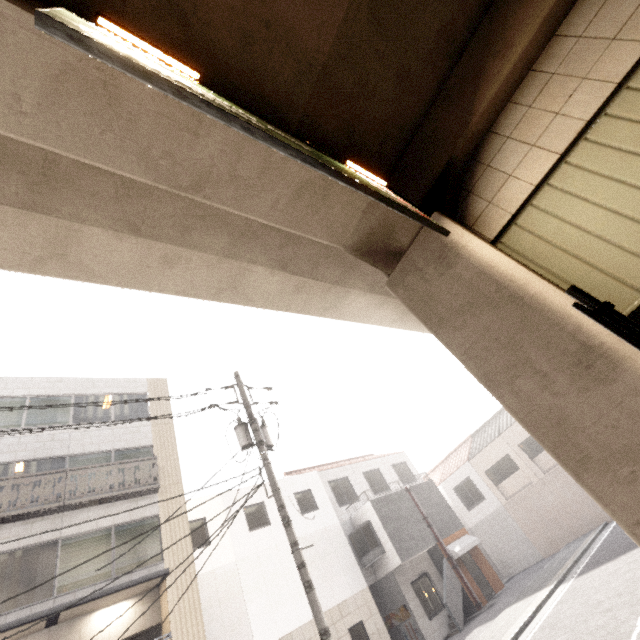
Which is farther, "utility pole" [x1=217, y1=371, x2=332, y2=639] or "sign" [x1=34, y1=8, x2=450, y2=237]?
"utility pole" [x1=217, y1=371, x2=332, y2=639]

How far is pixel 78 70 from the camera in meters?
2.7 m

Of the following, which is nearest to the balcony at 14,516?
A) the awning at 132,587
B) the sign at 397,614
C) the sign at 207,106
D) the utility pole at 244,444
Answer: the awning at 132,587

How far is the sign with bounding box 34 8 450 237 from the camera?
1.4 meters

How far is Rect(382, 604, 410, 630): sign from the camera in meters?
14.8 m

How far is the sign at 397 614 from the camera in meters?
14.8

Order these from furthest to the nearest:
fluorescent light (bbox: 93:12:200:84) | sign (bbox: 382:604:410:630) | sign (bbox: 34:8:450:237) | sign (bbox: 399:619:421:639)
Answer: sign (bbox: 382:604:410:630), sign (bbox: 399:619:421:639), fluorescent light (bbox: 93:12:200:84), sign (bbox: 34:8:450:237)

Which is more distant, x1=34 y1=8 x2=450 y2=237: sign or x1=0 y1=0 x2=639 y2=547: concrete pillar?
x1=0 y1=0 x2=639 y2=547: concrete pillar
